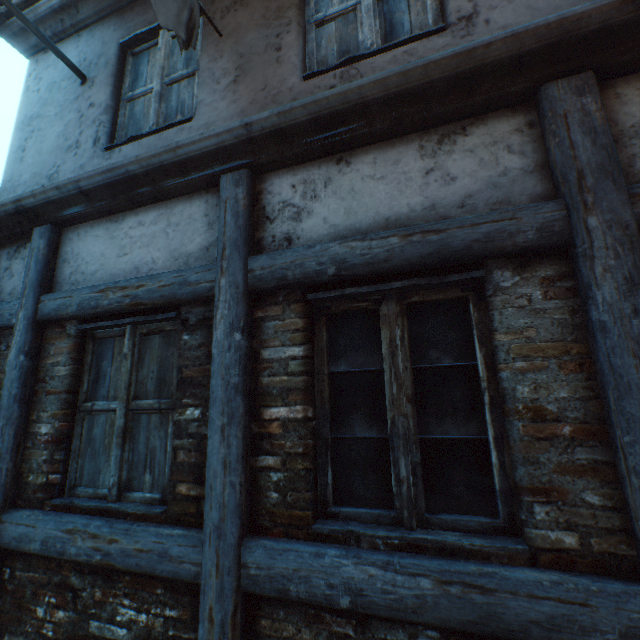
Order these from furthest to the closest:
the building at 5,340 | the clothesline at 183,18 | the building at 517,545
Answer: the building at 5,340, the clothesline at 183,18, the building at 517,545

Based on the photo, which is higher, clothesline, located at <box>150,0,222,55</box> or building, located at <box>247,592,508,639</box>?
clothesline, located at <box>150,0,222,55</box>

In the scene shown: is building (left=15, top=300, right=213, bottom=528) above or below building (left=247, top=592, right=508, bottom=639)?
above

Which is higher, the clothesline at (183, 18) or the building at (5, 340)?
the clothesline at (183, 18)

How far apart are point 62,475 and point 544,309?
3.36m

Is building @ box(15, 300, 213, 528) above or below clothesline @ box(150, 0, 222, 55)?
below

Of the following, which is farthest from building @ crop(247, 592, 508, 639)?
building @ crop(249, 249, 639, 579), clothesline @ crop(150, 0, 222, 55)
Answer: clothesline @ crop(150, 0, 222, 55)

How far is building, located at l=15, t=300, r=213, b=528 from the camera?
2.0 meters
